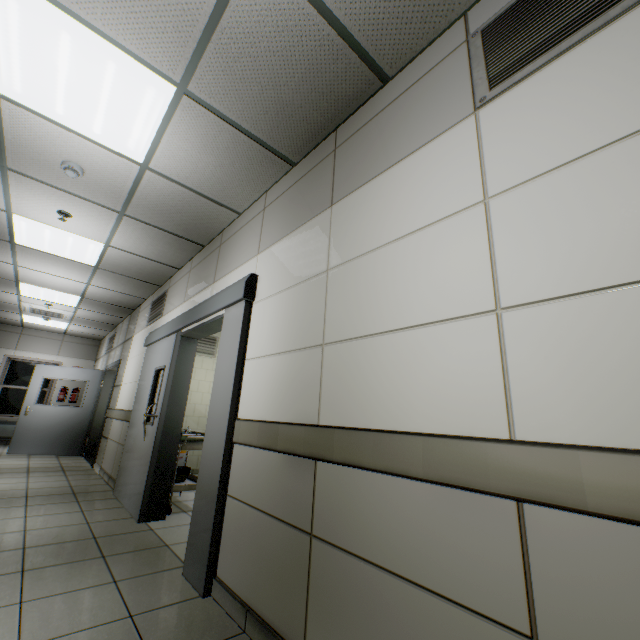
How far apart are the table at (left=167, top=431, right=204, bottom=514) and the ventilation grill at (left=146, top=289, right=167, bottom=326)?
1.8m

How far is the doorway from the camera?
2.3 meters

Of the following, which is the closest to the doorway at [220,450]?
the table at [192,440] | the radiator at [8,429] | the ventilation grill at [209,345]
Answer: the table at [192,440]

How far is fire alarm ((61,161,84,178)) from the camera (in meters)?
2.93

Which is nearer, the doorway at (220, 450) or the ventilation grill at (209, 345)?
the doorway at (220, 450)

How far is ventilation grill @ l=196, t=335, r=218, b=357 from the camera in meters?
7.0 m

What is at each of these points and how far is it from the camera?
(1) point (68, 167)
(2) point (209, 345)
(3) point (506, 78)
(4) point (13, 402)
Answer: (1) fire alarm, 2.9m
(2) ventilation grill, 7.1m
(3) ventilation grill, 1.4m
(4) window, 9.3m

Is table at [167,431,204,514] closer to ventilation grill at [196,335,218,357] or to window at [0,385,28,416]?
ventilation grill at [196,335,218,357]
